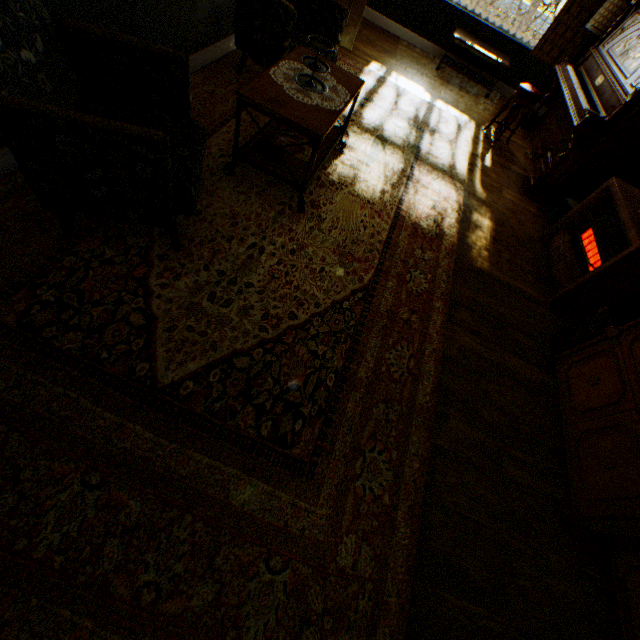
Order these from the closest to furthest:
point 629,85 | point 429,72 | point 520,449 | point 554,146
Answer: point 520,449 → point 629,85 → point 554,146 → point 429,72

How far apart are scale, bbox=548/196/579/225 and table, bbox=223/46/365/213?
3.0 meters

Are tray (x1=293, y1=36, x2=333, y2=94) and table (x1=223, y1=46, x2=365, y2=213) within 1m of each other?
yes

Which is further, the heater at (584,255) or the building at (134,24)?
the heater at (584,255)

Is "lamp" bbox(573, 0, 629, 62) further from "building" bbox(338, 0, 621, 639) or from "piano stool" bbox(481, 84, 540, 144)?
"piano stool" bbox(481, 84, 540, 144)

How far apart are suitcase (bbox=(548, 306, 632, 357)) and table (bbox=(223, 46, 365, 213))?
2.6 meters

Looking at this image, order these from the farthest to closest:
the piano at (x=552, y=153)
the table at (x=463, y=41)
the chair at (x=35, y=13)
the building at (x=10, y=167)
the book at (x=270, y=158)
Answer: the table at (x=463, y=41), the piano at (x=552, y=153), the book at (x=270, y=158), the building at (x=10, y=167), the chair at (x=35, y=13)

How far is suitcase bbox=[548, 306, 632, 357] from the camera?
2.63m
